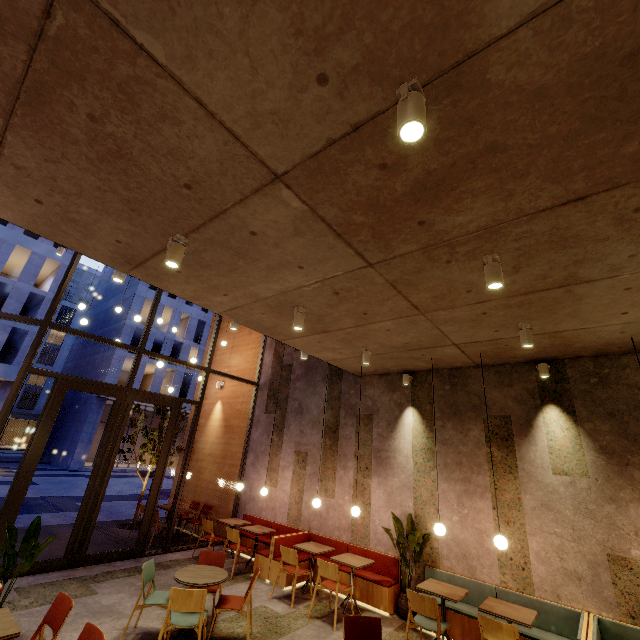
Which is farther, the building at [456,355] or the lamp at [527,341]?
the lamp at [527,341]

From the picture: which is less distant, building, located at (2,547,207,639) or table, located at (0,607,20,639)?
table, located at (0,607,20,639)

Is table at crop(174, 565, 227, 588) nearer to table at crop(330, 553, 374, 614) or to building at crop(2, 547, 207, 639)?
building at crop(2, 547, 207, 639)

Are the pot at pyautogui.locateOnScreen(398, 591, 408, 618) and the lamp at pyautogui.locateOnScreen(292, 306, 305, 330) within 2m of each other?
no

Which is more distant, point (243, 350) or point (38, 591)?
point (243, 350)

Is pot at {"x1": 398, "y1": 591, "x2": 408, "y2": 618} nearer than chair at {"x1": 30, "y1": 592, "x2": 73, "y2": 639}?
No

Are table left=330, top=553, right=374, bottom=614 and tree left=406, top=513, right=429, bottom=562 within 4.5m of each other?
yes

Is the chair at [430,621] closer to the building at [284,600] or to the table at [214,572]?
the building at [284,600]
